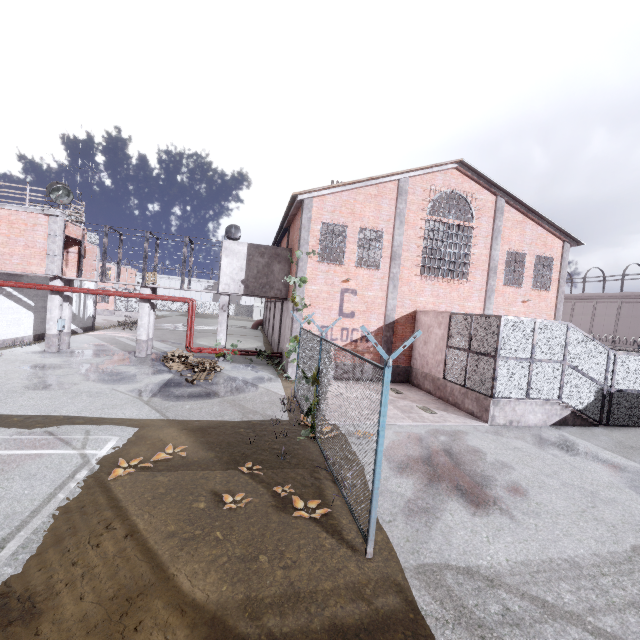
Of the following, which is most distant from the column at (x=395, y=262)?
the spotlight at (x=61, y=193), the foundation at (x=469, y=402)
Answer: the spotlight at (x=61, y=193)

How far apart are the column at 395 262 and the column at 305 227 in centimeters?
434cm

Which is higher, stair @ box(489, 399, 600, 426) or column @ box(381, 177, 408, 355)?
column @ box(381, 177, 408, 355)

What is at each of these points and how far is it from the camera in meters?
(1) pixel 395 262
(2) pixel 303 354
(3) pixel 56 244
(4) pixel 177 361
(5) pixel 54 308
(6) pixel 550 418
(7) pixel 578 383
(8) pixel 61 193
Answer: (1) column, 16.9 m
(2) fence, 11.6 m
(3) trim, 16.2 m
(4) pallet, 17.1 m
(5) column, 17.0 m
(6) stair, 12.3 m
(7) metal cage, 12.5 m
(8) spotlight, 16.3 m

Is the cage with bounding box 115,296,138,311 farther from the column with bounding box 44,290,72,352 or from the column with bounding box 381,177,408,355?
the column with bounding box 381,177,408,355

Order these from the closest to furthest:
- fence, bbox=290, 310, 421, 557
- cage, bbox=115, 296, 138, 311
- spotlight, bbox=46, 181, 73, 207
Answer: fence, bbox=290, 310, 421, 557
spotlight, bbox=46, 181, 73, 207
cage, bbox=115, 296, 138, 311

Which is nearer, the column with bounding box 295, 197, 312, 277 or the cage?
the column with bounding box 295, 197, 312, 277

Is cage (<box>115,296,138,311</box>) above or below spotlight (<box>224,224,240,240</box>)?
below
